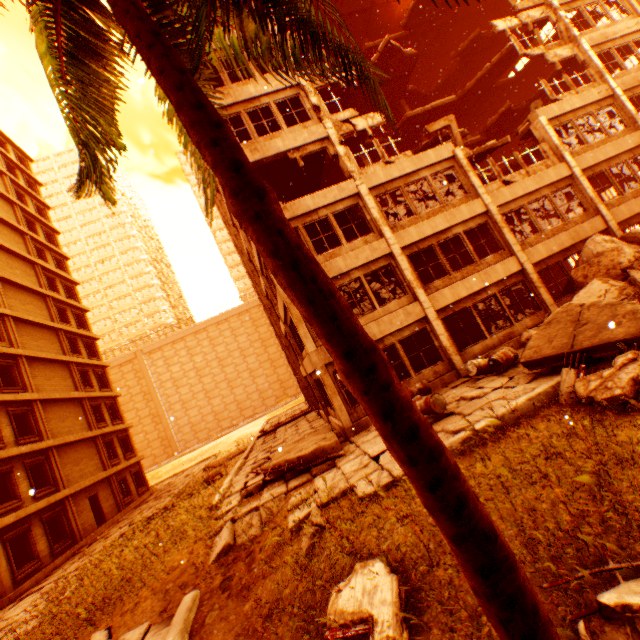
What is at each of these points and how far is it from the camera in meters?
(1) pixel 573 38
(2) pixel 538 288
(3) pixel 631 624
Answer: (1) pillar, 17.0
(2) pillar, 13.6
(3) floor rubble, 2.3

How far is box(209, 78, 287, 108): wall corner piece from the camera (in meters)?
14.11

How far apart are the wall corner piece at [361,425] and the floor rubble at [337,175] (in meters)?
15.58

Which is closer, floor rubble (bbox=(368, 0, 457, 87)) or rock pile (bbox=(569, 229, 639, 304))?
rock pile (bbox=(569, 229, 639, 304))

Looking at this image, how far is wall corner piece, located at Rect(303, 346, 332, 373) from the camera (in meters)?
12.12

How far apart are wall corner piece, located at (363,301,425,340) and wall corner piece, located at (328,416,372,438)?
2.4m

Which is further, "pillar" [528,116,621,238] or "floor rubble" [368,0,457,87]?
"floor rubble" [368,0,457,87]

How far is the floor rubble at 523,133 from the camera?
16.4 meters
